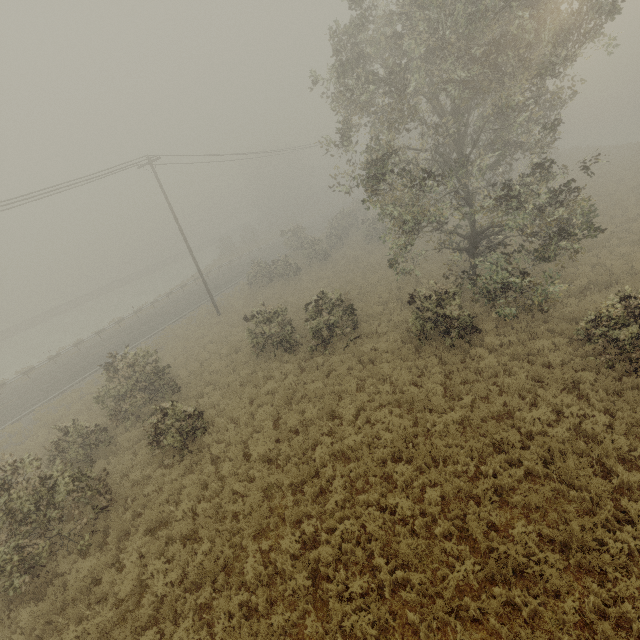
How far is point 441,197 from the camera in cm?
1293
